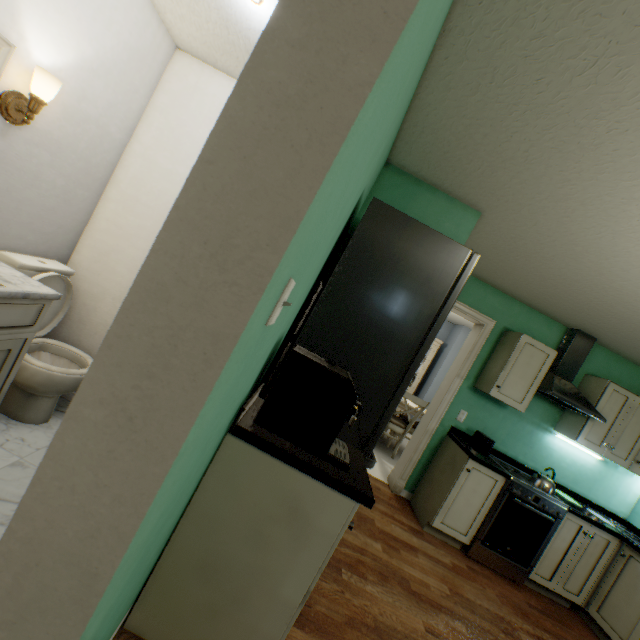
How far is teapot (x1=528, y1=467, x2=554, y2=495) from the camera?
3.0 meters

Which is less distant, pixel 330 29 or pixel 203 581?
pixel 330 29

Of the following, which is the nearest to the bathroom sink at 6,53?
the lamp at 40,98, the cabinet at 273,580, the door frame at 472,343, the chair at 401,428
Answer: the lamp at 40,98

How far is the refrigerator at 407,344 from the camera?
1.6m

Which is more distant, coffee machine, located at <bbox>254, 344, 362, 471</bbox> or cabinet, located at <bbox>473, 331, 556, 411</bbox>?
cabinet, located at <bbox>473, 331, 556, 411</bbox>

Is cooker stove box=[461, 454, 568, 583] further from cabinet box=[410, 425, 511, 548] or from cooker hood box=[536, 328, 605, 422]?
cooker hood box=[536, 328, 605, 422]

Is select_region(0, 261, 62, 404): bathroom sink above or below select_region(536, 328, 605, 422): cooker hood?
below

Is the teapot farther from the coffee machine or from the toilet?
the toilet
